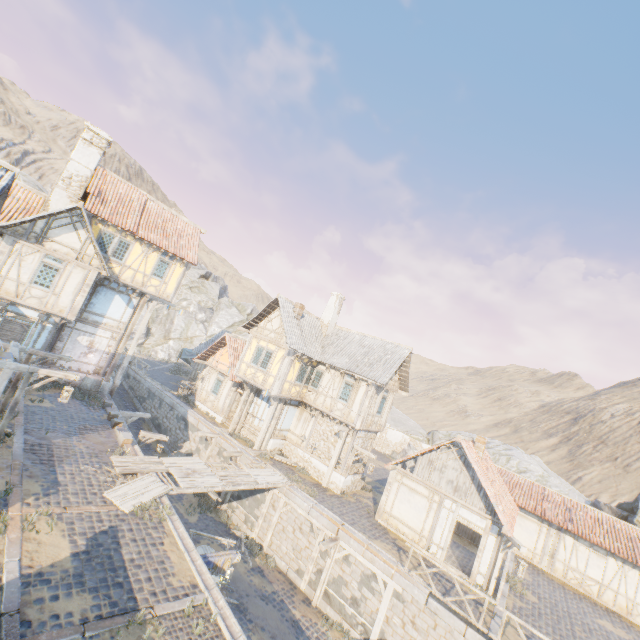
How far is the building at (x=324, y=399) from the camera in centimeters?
1997cm

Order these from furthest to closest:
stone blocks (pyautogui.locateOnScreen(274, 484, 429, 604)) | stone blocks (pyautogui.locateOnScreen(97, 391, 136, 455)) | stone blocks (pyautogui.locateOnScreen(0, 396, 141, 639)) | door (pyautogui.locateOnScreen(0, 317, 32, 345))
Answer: door (pyautogui.locateOnScreen(0, 317, 32, 345))
stone blocks (pyautogui.locateOnScreen(97, 391, 136, 455))
stone blocks (pyautogui.locateOnScreen(274, 484, 429, 604))
stone blocks (pyautogui.locateOnScreen(0, 396, 141, 639))

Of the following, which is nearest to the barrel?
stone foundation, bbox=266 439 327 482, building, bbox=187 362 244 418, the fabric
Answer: building, bbox=187 362 244 418

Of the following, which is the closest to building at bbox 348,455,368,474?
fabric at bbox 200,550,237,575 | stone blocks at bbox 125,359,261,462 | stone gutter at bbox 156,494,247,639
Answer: stone blocks at bbox 125,359,261,462

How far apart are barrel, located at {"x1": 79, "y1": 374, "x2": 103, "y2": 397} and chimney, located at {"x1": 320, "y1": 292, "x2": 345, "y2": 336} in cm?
1436

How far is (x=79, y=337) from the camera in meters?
19.1

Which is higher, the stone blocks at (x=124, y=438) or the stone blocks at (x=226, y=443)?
the stone blocks at (x=124, y=438)

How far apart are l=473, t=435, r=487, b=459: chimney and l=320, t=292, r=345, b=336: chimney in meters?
11.8 m
